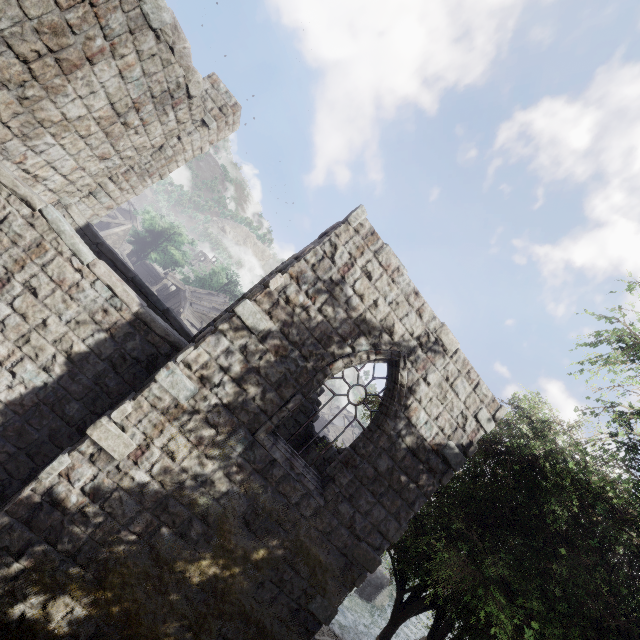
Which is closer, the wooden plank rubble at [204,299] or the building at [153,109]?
the building at [153,109]

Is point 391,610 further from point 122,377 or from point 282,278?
point 282,278

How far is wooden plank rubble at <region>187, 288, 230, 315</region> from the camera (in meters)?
32.19

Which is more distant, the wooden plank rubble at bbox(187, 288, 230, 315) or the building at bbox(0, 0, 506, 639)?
the wooden plank rubble at bbox(187, 288, 230, 315)

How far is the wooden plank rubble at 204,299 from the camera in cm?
3219
